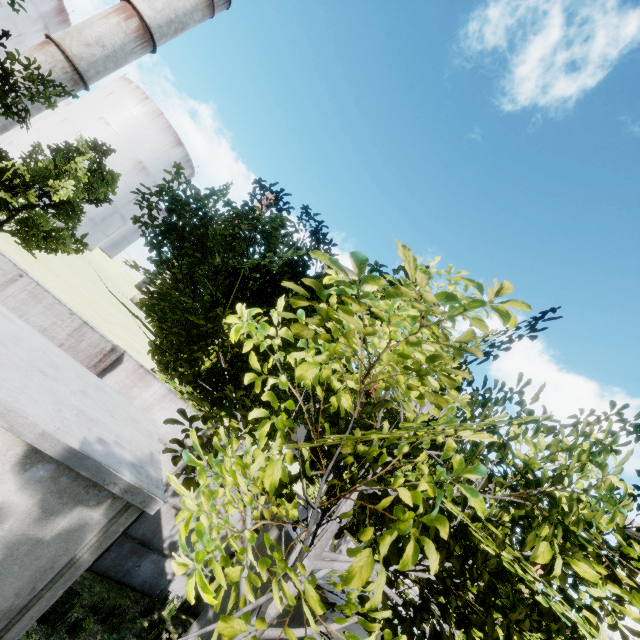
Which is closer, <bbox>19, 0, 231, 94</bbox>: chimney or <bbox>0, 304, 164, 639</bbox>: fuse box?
<bbox>0, 304, 164, 639</bbox>: fuse box

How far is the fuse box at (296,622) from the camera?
5.1m

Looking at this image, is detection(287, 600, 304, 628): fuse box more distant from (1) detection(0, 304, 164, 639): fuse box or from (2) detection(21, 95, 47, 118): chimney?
(2) detection(21, 95, 47, 118): chimney

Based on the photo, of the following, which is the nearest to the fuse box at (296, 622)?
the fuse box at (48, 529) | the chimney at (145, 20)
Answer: the fuse box at (48, 529)

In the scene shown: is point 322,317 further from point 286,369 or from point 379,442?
point 286,369

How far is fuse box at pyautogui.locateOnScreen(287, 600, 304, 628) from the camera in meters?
5.1

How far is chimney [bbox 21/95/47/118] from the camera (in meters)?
37.81
